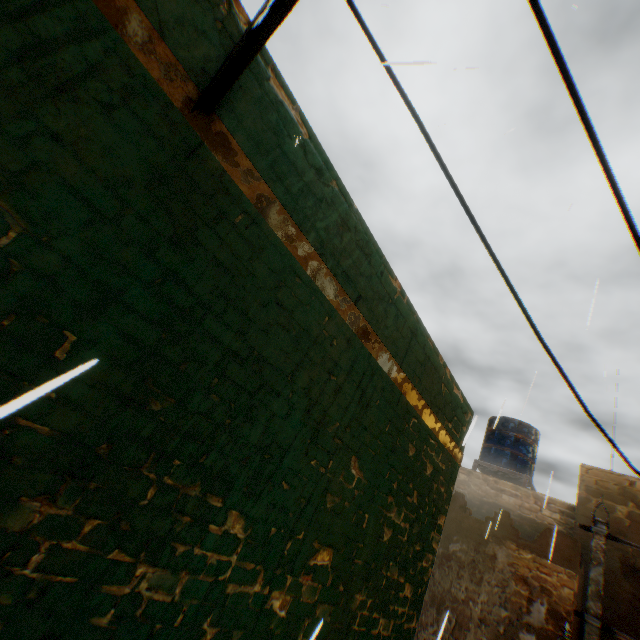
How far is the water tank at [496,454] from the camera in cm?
1052

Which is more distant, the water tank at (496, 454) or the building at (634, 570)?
the water tank at (496, 454)

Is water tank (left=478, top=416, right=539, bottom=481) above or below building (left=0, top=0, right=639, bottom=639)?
above

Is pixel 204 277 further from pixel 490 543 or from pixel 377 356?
pixel 490 543

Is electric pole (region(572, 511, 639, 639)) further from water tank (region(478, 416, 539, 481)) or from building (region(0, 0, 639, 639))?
water tank (region(478, 416, 539, 481))

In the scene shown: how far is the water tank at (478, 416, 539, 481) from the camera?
10.52m

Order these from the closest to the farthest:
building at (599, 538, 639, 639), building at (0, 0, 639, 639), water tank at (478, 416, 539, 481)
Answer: building at (0, 0, 639, 639) < building at (599, 538, 639, 639) < water tank at (478, 416, 539, 481)
